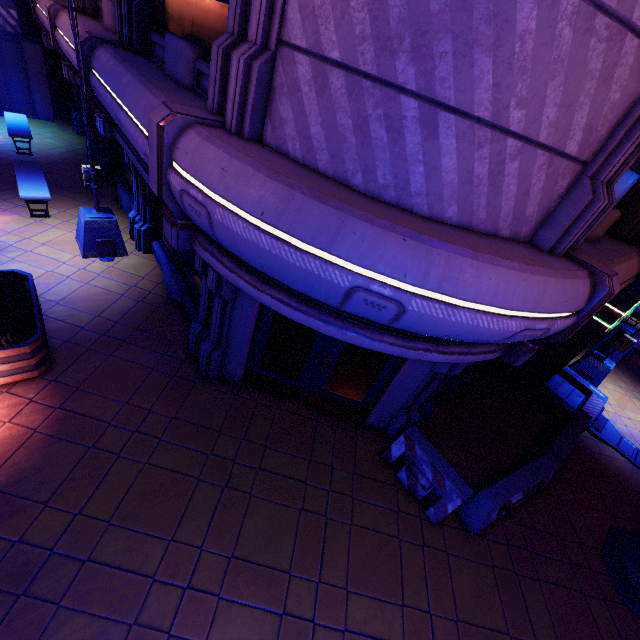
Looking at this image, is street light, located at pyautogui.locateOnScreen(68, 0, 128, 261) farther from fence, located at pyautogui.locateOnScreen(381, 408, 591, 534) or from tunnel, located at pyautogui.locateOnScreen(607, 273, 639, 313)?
tunnel, located at pyautogui.locateOnScreen(607, 273, 639, 313)

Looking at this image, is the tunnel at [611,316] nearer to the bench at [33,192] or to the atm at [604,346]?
the atm at [604,346]

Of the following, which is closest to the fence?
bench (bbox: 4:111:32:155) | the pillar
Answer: bench (bbox: 4:111:32:155)

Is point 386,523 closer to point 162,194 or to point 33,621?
point 33,621

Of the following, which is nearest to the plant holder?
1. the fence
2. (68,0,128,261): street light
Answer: (68,0,128,261): street light

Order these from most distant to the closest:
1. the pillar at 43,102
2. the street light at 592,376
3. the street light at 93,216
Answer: the pillar at 43,102 < the street light at 592,376 < the street light at 93,216

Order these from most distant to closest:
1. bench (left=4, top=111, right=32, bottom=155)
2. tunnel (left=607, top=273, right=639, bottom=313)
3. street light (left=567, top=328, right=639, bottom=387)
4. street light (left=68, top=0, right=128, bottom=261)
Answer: bench (left=4, top=111, right=32, bottom=155), street light (left=567, top=328, right=639, bottom=387), tunnel (left=607, top=273, right=639, bottom=313), street light (left=68, top=0, right=128, bottom=261)

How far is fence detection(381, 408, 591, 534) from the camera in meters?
5.7
